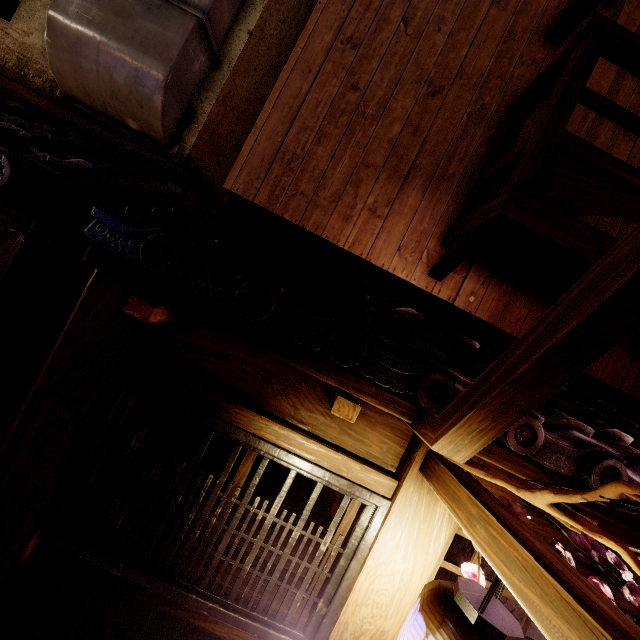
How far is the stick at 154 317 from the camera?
3.0 meters

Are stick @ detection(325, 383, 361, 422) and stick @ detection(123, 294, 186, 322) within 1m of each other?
no

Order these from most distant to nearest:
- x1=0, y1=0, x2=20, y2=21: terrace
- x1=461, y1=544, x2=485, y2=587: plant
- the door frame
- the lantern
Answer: x1=0, y1=0, x2=20, y2=21: terrace, the door frame, x1=461, y1=544, x2=485, y2=587: plant, the lantern

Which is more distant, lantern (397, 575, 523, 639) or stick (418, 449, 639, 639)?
lantern (397, 575, 523, 639)

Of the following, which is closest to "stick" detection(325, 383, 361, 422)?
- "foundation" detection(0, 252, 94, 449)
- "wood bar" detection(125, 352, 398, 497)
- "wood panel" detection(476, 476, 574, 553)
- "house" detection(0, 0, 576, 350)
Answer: "wood bar" detection(125, 352, 398, 497)

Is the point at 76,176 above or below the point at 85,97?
below

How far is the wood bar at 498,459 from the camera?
3.65m

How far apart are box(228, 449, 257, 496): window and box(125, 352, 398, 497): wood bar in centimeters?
30cm
